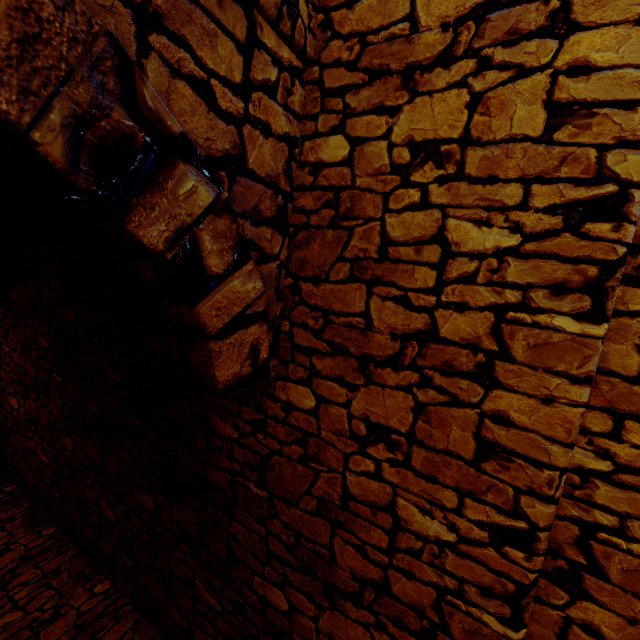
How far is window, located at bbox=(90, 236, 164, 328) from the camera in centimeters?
235cm

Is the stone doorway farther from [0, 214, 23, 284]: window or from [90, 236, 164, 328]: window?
[0, 214, 23, 284]: window

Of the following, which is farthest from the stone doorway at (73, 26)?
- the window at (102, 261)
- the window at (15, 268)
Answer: the window at (15, 268)

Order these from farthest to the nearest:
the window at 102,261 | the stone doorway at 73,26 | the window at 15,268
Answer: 1. the window at 15,268
2. the window at 102,261
3. the stone doorway at 73,26

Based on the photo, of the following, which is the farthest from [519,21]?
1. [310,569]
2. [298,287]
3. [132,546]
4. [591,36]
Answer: [132,546]

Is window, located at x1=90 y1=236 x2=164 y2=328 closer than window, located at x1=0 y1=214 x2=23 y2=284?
Yes

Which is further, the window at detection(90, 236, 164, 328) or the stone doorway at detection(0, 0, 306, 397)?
the window at detection(90, 236, 164, 328)
